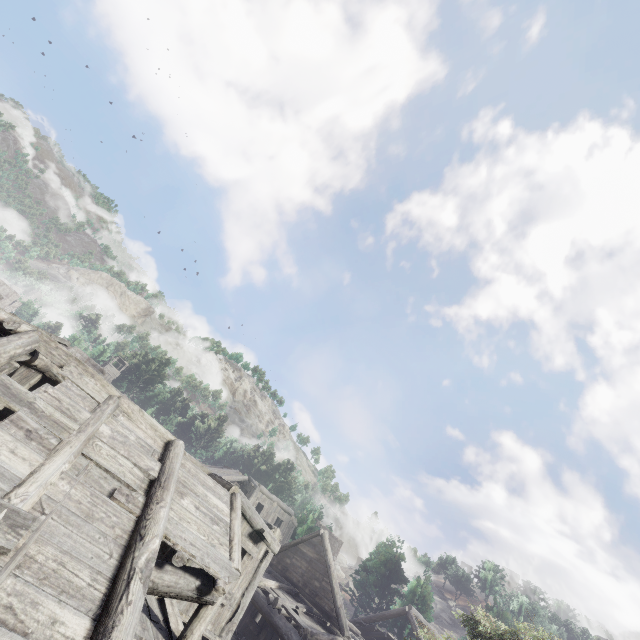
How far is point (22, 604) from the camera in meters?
4.0 m
